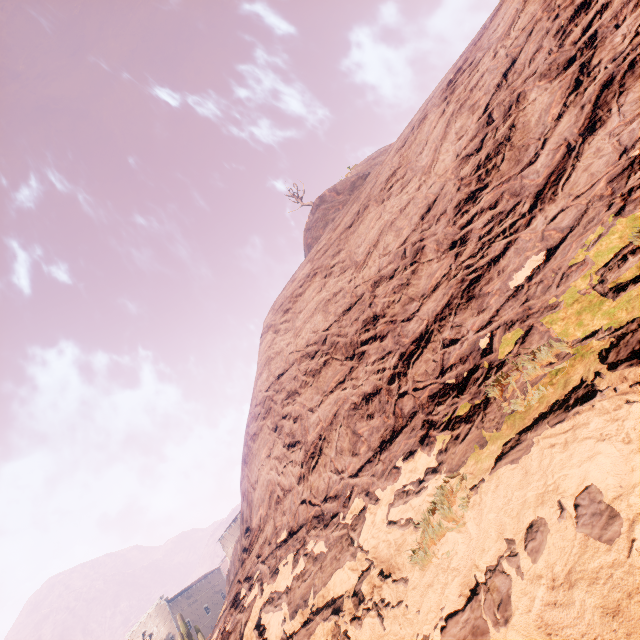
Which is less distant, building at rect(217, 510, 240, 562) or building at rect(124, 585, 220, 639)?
building at rect(217, 510, 240, 562)

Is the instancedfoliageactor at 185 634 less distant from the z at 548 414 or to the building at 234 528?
the z at 548 414

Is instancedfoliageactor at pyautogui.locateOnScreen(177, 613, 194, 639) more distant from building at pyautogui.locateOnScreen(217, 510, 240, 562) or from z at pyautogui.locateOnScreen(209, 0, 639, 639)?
building at pyautogui.locateOnScreen(217, 510, 240, 562)

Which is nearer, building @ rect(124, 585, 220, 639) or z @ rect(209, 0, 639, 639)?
z @ rect(209, 0, 639, 639)

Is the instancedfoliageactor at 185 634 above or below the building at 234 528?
below

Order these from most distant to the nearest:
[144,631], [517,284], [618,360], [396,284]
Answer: [144,631] → [396,284] → [517,284] → [618,360]
